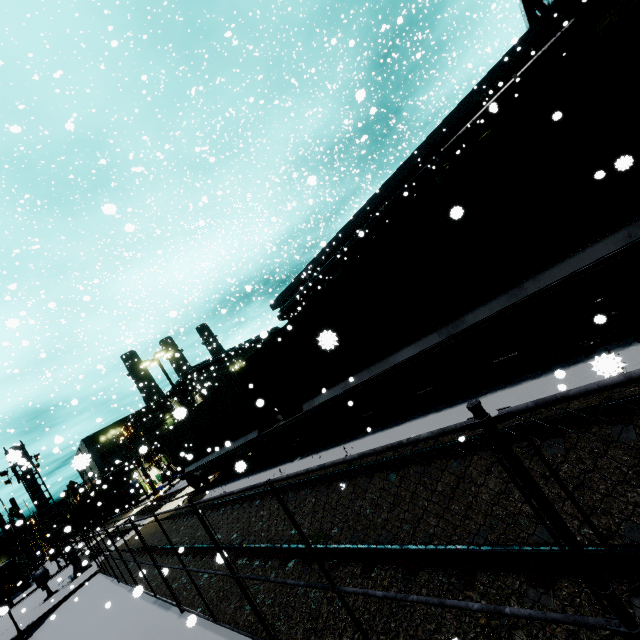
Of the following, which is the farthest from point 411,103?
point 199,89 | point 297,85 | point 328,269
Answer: point 199,89

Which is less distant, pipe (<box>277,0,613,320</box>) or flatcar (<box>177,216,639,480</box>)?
flatcar (<box>177,216,639,480</box>)

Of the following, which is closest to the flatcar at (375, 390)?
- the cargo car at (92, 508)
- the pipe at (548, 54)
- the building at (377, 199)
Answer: the pipe at (548, 54)

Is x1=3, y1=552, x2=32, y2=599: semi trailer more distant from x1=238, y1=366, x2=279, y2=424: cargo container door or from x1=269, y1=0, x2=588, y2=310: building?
x1=238, y1=366, x2=279, y2=424: cargo container door

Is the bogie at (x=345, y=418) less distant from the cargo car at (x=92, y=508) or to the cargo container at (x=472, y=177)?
the cargo container at (x=472, y=177)

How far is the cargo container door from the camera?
12.3m

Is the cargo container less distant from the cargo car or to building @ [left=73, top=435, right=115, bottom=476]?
building @ [left=73, top=435, right=115, bottom=476]

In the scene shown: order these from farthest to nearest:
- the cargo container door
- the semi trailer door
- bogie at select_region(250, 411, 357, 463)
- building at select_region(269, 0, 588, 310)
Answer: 1. the semi trailer door
2. building at select_region(269, 0, 588, 310)
3. the cargo container door
4. bogie at select_region(250, 411, 357, 463)
